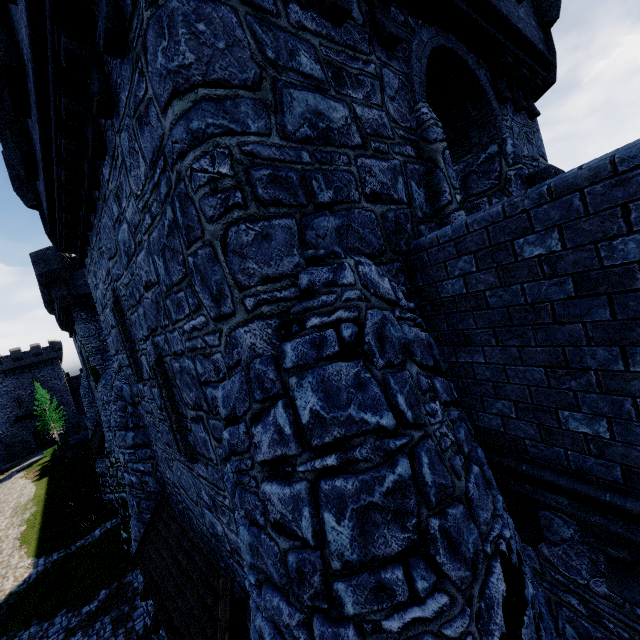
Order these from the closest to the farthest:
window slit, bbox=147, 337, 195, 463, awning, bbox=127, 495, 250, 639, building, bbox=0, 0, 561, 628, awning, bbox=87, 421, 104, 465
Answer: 1. building, bbox=0, 0, 561, 628
2. awning, bbox=127, 495, 250, 639
3. window slit, bbox=147, 337, 195, 463
4. awning, bbox=87, 421, 104, 465

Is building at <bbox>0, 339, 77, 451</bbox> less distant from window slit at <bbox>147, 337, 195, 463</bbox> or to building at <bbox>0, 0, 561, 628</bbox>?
building at <bbox>0, 0, 561, 628</bbox>

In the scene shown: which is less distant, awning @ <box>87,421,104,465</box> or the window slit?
the window slit

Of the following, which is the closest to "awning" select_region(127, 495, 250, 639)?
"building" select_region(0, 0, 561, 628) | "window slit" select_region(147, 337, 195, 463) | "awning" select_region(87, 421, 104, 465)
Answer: "building" select_region(0, 0, 561, 628)

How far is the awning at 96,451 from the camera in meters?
18.9

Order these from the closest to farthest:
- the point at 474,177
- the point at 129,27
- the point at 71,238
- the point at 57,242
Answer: the point at 129,27, the point at 474,177, the point at 71,238, the point at 57,242

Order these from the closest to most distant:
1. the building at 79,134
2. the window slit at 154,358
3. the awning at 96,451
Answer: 1. the building at 79,134
2. the window slit at 154,358
3. the awning at 96,451

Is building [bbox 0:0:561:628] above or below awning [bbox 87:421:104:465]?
above
